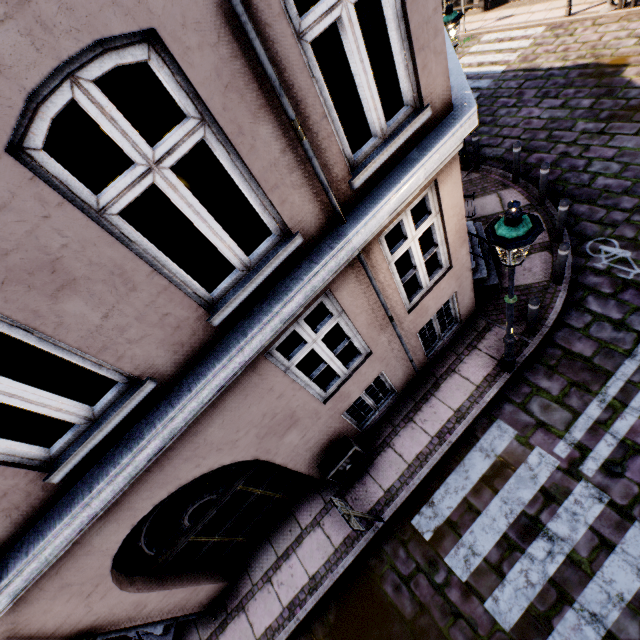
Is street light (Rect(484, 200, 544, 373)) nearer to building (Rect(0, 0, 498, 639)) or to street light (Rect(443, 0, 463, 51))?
building (Rect(0, 0, 498, 639))

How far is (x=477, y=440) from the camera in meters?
5.8 m

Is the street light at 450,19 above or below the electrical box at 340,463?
above

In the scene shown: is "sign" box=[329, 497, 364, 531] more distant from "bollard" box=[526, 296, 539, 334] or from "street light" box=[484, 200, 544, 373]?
"bollard" box=[526, 296, 539, 334]

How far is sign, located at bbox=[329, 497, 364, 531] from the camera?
4.2m

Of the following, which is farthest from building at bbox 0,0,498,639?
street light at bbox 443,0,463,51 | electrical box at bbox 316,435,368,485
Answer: street light at bbox 443,0,463,51

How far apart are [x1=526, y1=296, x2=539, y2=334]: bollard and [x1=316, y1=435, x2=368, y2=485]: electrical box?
3.95m

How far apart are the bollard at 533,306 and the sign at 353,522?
4.53m
